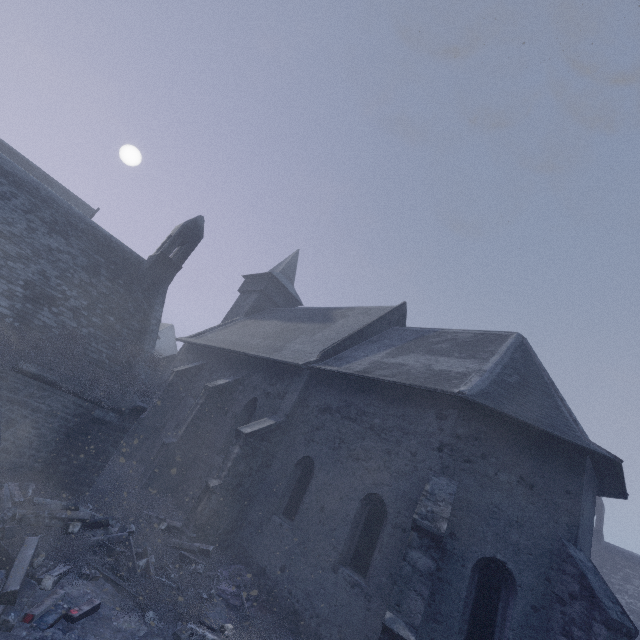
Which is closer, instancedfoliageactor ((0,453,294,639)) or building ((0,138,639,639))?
instancedfoliageactor ((0,453,294,639))

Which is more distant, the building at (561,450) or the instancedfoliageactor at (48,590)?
the building at (561,450)

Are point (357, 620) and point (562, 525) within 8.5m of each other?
yes

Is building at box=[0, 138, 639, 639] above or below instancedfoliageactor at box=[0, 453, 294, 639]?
above

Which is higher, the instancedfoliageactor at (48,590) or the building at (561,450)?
the building at (561,450)
